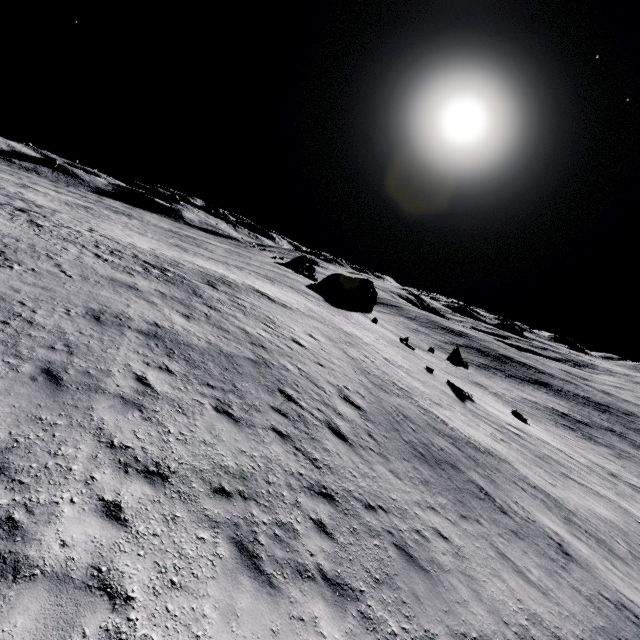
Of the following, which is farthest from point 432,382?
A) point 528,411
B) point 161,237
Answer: point 161,237

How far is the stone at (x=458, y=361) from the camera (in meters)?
A: 38.91

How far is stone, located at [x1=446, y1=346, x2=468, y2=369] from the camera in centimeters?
3891cm
